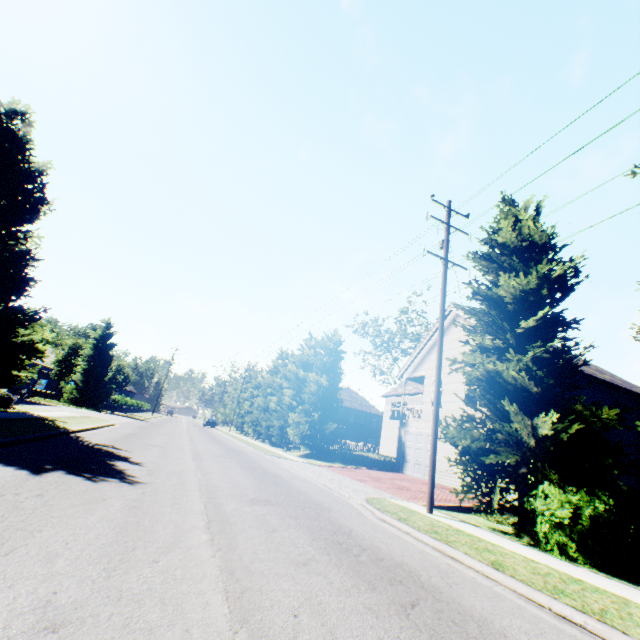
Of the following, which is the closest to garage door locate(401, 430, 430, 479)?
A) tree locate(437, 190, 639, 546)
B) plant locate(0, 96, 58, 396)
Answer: tree locate(437, 190, 639, 546)

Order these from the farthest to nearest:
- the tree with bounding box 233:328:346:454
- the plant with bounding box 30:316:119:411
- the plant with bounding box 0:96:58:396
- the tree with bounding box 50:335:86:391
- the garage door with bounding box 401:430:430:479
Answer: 1. the tree with bounding box 50:335:86:391
2. the plant with bounding box 30:316:119:411
3. the tree with bounding box 233:328:346:454
4. the garage door with bounding box 401:430:430:479
5. the plant with bounding box 0:96:58:396

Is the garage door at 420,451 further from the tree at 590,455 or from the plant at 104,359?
the plant at 104,359

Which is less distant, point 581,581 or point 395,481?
point 581,581

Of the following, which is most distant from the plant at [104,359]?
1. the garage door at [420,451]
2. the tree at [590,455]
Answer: the garage door at [420,451]
